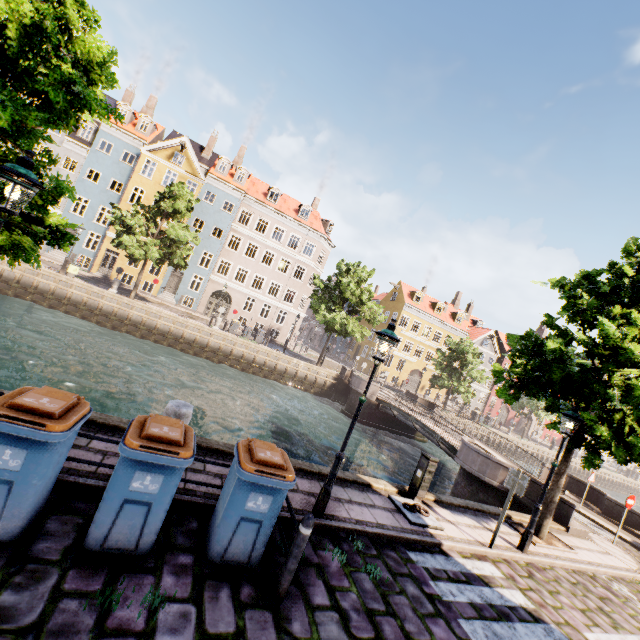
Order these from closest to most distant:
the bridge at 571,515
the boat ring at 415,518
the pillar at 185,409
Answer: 1. the pillar at 185,409
2. the boat ring at 415,518
3. the bridge at 571,515

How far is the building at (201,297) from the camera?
30.47m

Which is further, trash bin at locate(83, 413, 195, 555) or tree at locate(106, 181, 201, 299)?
tree at locate(106, 181, 201, 299)

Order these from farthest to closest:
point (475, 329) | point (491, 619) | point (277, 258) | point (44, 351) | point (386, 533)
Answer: point (475, 329) < point (277, 258) < point (44, 351) < point (386, 533) < point (491, 619)

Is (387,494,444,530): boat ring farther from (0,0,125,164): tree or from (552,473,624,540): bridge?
(552,473,624,540): bridge

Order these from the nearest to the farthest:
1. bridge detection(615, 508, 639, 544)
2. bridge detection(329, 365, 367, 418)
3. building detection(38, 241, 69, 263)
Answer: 1. bridge detection(615, 508, 639, 544)
2. bridge detection(329, 365, 367, 418)
3. building detection(38, 241, 69, 263)

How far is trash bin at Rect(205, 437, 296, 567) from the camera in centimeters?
412cm

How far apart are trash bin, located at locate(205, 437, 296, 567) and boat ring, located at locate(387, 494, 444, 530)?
4.0m
